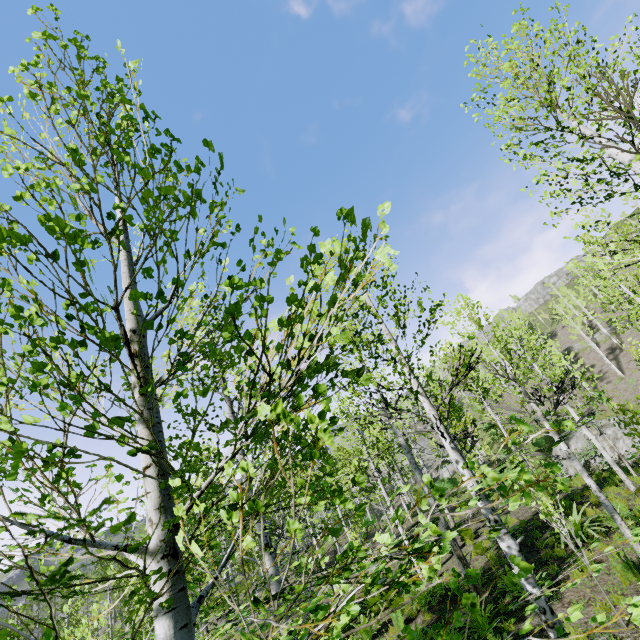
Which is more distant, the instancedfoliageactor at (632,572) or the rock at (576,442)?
the rock at (576,442)

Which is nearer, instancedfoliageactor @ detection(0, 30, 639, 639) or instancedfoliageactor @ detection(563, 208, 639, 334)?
instancedfoliageactor @ detection(0, 30, 639, 639)

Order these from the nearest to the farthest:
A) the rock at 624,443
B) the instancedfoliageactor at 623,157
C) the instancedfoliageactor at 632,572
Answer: the instancedfoliageactor at 623,157 < the instancedfoliageactor at 632,572 < the rock at 624,443

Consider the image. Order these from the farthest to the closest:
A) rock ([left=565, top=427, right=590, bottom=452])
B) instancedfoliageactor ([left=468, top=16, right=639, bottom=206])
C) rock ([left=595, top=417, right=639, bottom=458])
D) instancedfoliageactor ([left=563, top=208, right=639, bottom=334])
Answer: rock ([left=565, top=427, right=590, bottom=452])
rock ([left=595, top=417, right=639, bottom=458])
instancedfoliageactor ([left=563, top=208, right=639, bottom=334])
instancedfoliageactor ([left=468, top=16, right=639, bottom=206])

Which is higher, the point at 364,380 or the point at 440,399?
the point at 440,399

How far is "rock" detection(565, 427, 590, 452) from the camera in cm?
2204
